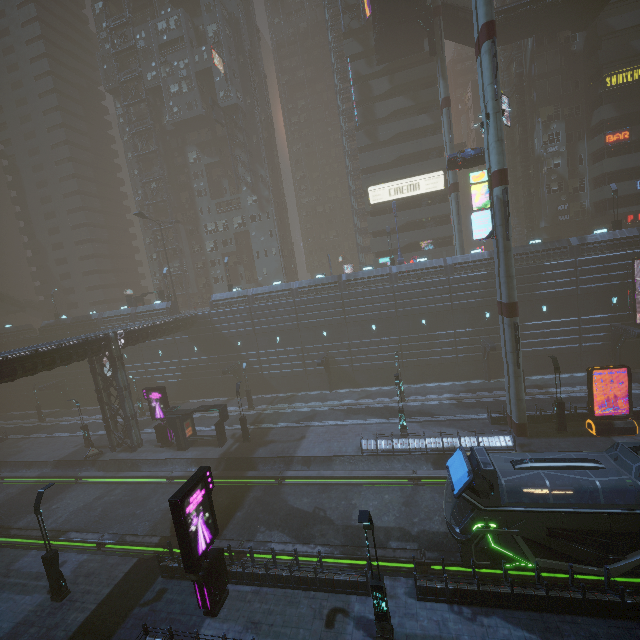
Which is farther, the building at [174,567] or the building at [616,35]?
the building at [616,35]

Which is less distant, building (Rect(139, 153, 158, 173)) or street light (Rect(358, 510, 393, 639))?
street light (Rect(358, 510, 393, 639))

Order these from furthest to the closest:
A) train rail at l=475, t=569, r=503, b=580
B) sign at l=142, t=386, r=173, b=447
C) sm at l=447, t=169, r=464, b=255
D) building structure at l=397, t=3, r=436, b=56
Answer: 1. sm at l=447, t=169, r=464, b=255
2. building structure at l=397, t=3, r=436, b=56
3. sign at l=142, t=386, r=173, b=447
4. train rail at l=475, t=569, r=503, b=580

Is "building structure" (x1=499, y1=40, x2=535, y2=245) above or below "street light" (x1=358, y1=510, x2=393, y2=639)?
above

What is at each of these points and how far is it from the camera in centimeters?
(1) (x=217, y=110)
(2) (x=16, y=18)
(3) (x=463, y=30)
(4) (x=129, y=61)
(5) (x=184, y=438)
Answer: (1) sign, 4741cm
(2) building, 5788cm
(3) stairs, 3734cm
(4) building, 5541cm
(5) building, 3000cm

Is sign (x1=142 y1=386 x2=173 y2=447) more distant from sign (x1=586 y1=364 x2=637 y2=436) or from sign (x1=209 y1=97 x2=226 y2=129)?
sign (x1=209 y1=97 x2=226 y2=129)

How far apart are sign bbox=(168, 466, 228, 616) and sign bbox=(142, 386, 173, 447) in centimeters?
1808cm

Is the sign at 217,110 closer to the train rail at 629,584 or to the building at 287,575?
the building at 287,575
